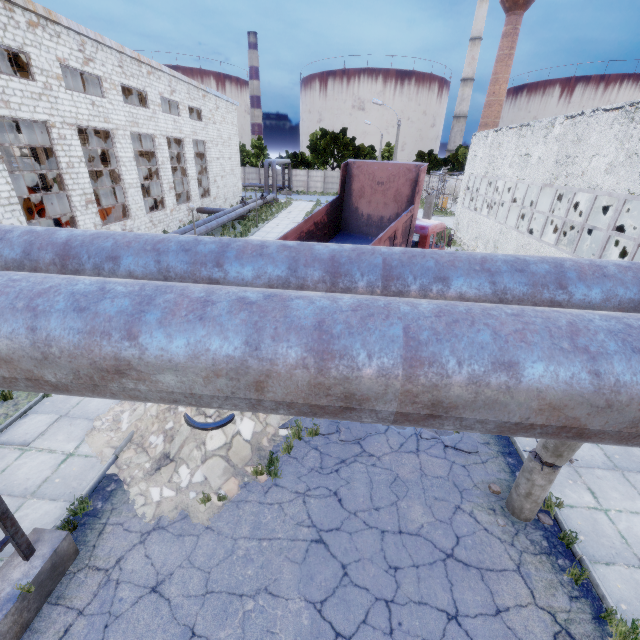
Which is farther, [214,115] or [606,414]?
[214,115]

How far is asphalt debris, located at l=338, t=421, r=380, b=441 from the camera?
7.6m

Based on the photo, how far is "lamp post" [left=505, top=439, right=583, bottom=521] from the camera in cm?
507

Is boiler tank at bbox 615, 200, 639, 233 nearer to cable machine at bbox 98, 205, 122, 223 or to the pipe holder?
the pipe holder

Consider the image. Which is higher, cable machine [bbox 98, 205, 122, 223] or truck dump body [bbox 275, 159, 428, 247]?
truck dump body [bbox 275, 159, 428, 247]

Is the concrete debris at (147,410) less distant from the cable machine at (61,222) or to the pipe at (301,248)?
the pipe at (301,248)

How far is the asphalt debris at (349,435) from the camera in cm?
755

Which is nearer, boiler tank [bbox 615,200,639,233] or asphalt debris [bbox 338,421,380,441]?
asphalt debris [bbox 338,421,380,441]
